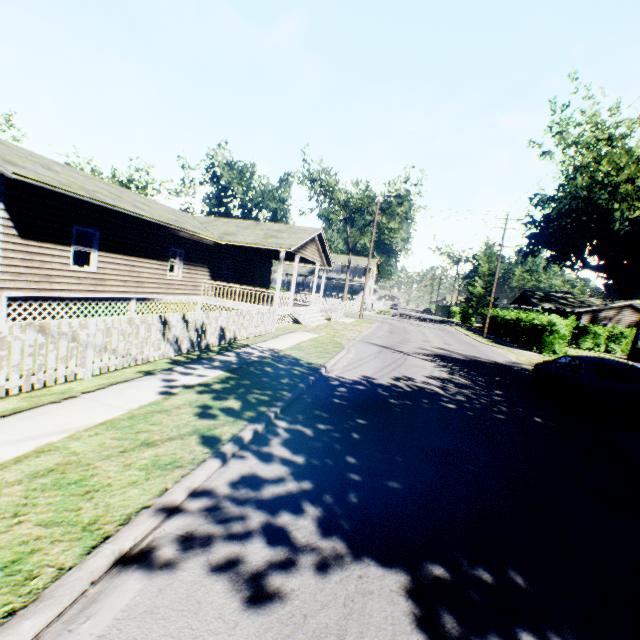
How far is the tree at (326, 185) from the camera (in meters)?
43.03

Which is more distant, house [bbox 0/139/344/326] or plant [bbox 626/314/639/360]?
plant [bbox 626/314/639/360]

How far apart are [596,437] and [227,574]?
9.0m

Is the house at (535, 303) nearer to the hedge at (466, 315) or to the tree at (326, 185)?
the hedge at (466, 315)

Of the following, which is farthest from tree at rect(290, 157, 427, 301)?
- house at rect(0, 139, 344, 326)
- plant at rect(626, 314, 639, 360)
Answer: plant at rect(626, 314, 639, 360)

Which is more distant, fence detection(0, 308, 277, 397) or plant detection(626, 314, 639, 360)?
plant detection(626, 314, 639, 360)

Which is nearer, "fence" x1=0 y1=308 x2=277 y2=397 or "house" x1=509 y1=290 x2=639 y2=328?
"fence" x1=0 y1=308 x2=277 y2=397

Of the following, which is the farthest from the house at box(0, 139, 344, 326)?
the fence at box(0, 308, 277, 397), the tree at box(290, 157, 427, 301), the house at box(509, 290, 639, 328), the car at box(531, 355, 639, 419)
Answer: the house at box(509, 290, 639, 328)
